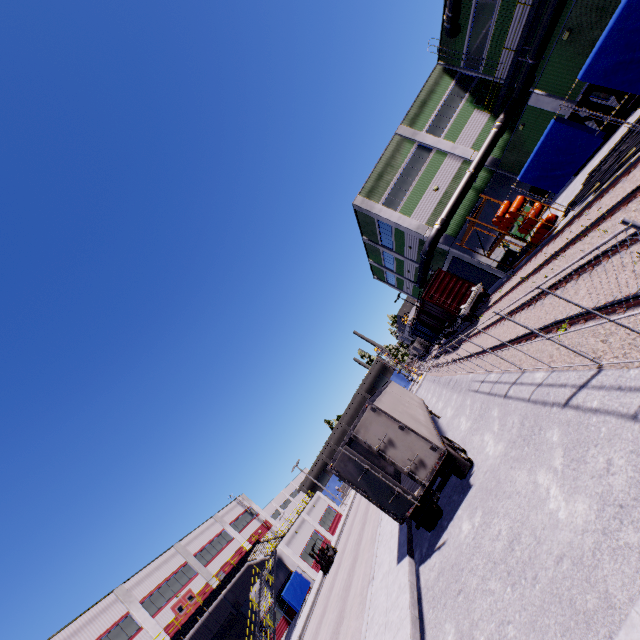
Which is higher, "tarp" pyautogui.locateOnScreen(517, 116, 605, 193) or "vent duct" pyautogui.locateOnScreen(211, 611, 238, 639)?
"vent duct" pyautogui.locateOnScreen(211, 611, 238, 639)

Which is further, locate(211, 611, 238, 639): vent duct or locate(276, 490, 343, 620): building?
locate(276, 490, 343, 620): building

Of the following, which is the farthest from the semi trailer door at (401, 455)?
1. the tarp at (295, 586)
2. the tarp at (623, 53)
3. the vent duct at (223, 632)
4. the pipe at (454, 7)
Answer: the tarp at (295, 586)

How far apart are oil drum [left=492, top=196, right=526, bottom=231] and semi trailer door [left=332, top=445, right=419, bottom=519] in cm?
1689

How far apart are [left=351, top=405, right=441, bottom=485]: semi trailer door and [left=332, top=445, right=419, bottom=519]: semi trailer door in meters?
0.4

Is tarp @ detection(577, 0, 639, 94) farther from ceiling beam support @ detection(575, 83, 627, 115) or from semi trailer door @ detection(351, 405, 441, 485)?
ceiling beam support @ detection(575, 83, 627, 115)

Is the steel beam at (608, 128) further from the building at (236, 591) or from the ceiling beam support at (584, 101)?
the building at (236, 591)

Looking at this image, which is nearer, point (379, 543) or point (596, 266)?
point (596, 266)
